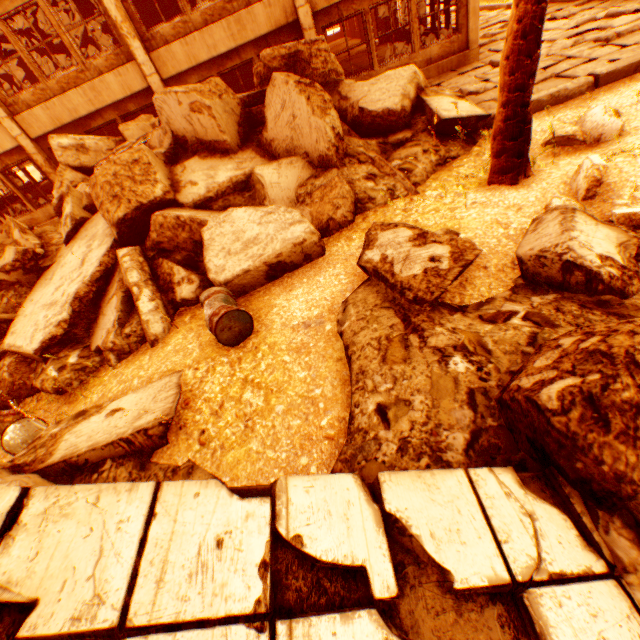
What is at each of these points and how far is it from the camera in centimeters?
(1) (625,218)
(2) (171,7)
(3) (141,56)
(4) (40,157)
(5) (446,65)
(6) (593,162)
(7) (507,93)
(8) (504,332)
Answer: (1) rubble, 342cm
(2) pillar, 1405cm
(3) pillar, 962cm
(4) pillar, 1109cm
(5) wall corner piece, 1061cm
(6) rubble, 379cm
(7) rubble, 454cm
(8) rock pile, 296cm

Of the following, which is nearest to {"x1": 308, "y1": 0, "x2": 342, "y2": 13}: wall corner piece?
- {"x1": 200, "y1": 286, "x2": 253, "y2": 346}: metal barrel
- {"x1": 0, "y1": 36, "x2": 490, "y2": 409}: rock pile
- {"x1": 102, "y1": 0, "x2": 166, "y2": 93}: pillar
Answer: {"x1": 0, "y1": 36, "x2": 490, "y2": 409}: rock pile

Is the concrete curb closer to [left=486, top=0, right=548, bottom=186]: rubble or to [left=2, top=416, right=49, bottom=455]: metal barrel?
[left=486, top=0, right=548, bottom=186]: rubble

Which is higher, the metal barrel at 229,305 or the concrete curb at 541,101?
the metal barrel at 229,305

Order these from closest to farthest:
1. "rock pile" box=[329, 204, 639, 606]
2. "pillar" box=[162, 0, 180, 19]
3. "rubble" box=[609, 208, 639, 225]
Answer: "rock pile" box=[329, 204, 639, 606]
"rubble" box=[609, 208, 639, 225]
"pillar" box=[162, 0, 180, 19]

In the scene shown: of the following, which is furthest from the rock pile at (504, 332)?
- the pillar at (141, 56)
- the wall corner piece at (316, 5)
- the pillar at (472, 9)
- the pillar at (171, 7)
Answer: the pillar at (171, 7)

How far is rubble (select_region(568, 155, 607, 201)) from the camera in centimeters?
376cm
